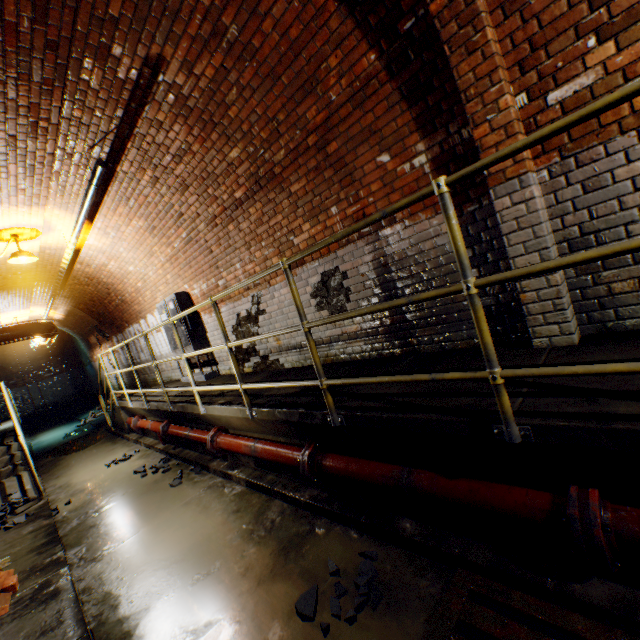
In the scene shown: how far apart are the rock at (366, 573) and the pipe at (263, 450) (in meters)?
0.91

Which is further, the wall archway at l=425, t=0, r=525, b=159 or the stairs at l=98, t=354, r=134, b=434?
the stairs at l=98, t=354, r=134, b=434

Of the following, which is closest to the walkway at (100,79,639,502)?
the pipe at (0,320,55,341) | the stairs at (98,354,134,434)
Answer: the stairs at (98,354,134,434)

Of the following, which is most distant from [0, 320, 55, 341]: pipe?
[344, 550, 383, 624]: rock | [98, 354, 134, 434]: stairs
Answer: [344, 550, 383, 624]: rock

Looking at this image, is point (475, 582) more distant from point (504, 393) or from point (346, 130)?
point (346, 130)

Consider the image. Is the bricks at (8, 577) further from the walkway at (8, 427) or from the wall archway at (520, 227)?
the walkway at (8, 427)

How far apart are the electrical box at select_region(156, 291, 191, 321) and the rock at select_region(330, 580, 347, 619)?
5.12m

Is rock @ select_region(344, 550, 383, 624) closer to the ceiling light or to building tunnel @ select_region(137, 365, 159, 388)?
building tunnel @ select_region(137, 365, 159, 388)
